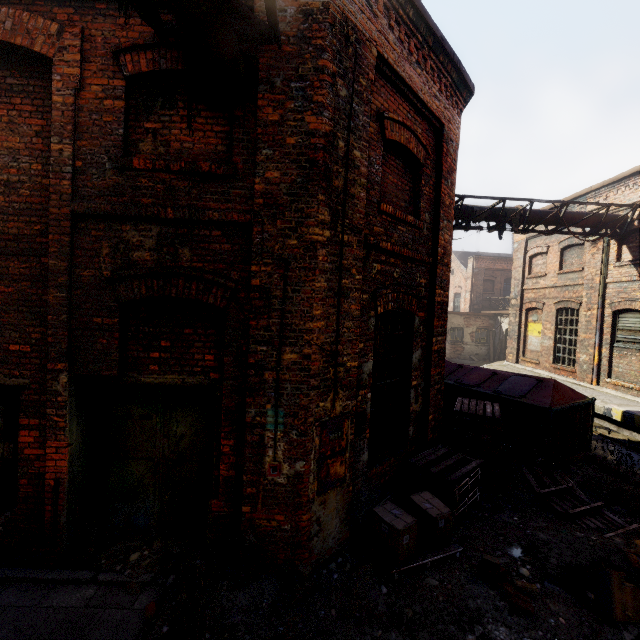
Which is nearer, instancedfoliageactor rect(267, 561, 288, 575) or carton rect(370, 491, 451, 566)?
instancedfoliageactor rect(267, 561, 288, 575)

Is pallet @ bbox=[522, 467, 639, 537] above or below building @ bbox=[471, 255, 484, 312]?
below

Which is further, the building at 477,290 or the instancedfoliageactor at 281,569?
the building at 477,290

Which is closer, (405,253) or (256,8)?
(256,8)

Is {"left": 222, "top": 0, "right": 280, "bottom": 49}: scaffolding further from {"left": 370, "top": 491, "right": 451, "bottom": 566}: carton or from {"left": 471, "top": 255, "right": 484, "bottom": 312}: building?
{"left": 471, "top": 255, "right": 484, "bottom": 312}: building

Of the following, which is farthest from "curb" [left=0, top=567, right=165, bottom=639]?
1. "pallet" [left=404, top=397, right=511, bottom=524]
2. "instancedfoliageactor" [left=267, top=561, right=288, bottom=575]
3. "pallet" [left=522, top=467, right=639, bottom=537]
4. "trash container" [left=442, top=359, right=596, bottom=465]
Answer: "trash container" [left=442, top=359, right=596, bottom=465]

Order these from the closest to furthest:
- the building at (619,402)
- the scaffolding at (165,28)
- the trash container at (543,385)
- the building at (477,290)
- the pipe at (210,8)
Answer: the pipe at (210,8) < the scaffolding at (165,28) < the trash container at (543,385) < the building at (619,402) < the building at (477,290)

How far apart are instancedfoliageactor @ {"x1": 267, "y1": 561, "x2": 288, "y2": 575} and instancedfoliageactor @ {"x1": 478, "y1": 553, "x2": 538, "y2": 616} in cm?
212
